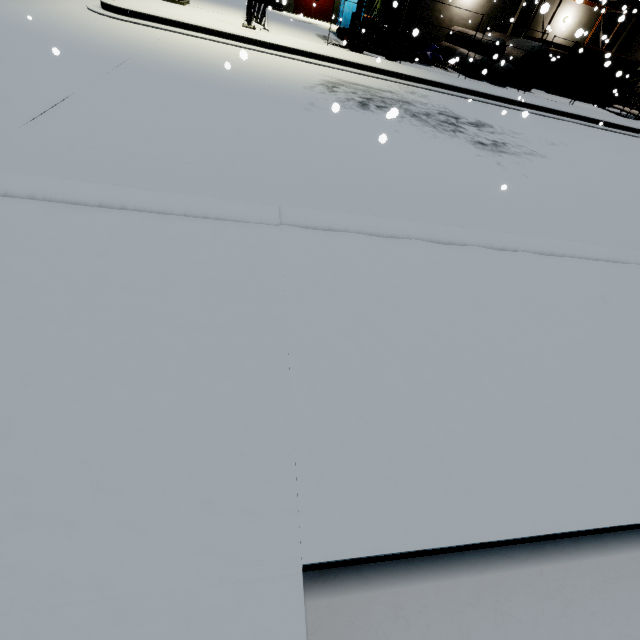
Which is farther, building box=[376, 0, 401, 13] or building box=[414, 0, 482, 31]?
building box=[414, 0, 482, 31]

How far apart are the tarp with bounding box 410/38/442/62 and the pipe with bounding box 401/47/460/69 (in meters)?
0.07

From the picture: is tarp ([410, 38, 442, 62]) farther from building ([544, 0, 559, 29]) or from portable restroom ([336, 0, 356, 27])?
portable restroom ([336, 0, 356, 27])

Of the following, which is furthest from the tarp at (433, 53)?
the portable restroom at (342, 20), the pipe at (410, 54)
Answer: the portable restroom at (342, 20)

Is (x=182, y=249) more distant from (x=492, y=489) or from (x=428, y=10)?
(x=428, y=10)

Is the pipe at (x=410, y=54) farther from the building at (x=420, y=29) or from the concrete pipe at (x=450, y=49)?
the concrete pipe at (x=450, y=49)

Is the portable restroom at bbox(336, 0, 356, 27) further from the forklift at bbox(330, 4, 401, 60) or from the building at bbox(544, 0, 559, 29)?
the forklift at bbox(330, 4, 401, 60)
